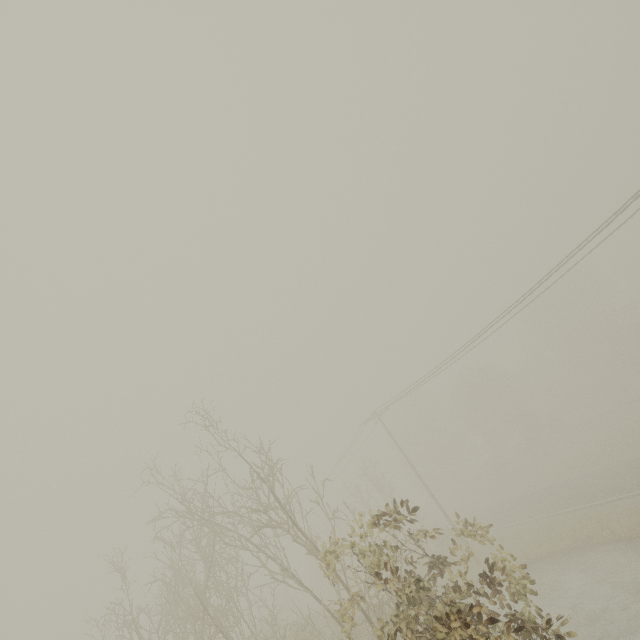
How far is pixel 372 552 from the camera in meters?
5.1
